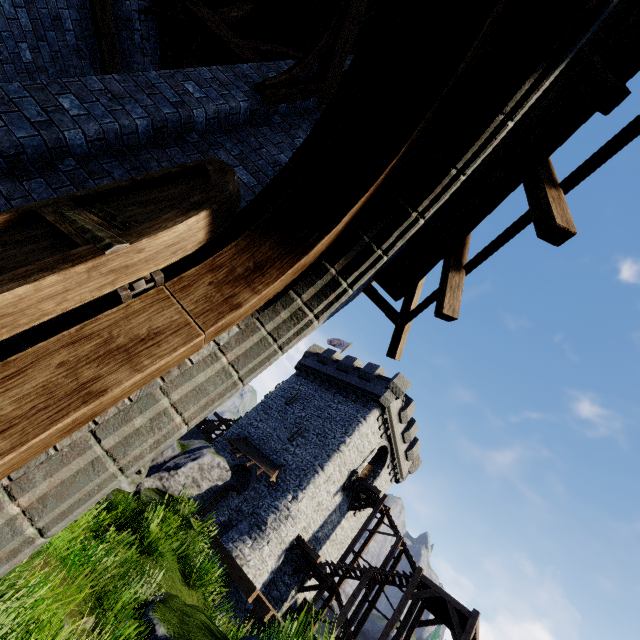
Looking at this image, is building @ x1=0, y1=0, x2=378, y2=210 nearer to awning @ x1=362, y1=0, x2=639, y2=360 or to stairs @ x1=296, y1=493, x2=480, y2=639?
awning @ x1=362, y1=0, x2=639, y2=360

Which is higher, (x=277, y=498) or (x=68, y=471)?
(x=277, y=498)

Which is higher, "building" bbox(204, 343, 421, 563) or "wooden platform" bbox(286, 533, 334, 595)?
"building" bbox(204, 343, 421, 563)

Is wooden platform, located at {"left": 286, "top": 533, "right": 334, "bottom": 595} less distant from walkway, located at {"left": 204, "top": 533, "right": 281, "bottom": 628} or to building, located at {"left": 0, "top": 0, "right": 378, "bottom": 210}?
walkway, located at {"left": 204, "top": 533, "right": 281, "bottom": 628}

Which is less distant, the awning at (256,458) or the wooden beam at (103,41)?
the wooden beam at (103,41)

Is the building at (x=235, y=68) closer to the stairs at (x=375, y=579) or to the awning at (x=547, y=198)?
the awning at (x=547, y=198)

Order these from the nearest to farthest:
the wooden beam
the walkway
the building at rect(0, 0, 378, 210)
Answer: the building at rect(0, 0, 378, 210) < the wooden beam < the walkway

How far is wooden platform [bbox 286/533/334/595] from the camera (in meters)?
18.95
